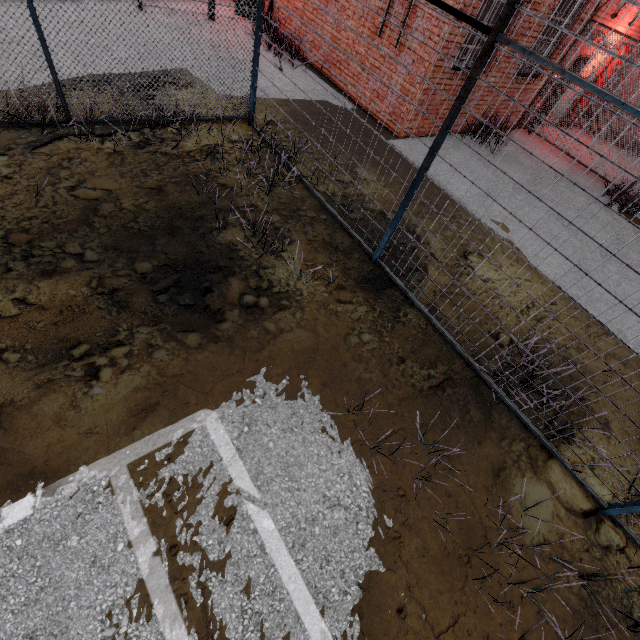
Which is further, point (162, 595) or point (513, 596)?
point (513, 596)
